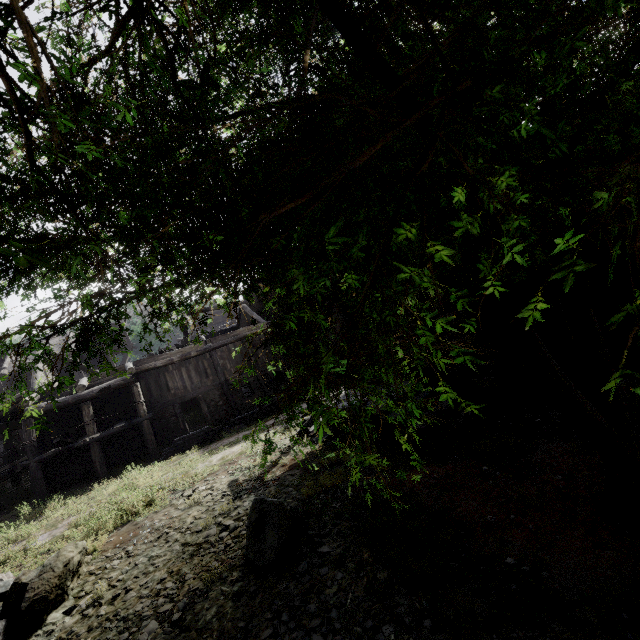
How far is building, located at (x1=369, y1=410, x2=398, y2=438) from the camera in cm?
945

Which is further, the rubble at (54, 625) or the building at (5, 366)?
the building at (5, 366)

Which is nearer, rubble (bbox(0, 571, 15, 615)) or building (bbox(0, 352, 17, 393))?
rubble (bbox(0, 571, 15, 615))

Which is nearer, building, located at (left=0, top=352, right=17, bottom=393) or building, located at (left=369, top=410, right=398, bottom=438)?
building, located at (left=369, top=410, right=398, bottom=438)

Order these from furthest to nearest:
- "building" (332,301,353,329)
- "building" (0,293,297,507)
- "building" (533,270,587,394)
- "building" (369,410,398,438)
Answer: "building" (0,293,297,507)
"building" (332,301,353,329)
"building" (369,410,398,438)
"building" (533,270,587,394)

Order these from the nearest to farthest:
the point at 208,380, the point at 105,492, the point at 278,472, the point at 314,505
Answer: the point at 314,505
the point at 278,472
the point at 105,492
the point at 208,380

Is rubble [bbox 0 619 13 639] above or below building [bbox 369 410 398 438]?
above

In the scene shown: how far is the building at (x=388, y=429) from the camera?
9.4m
